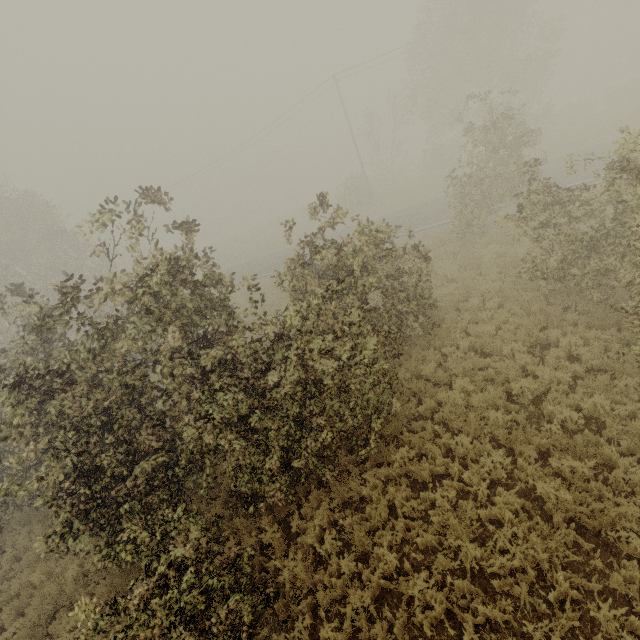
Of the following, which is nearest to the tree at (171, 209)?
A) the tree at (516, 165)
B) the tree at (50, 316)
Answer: the tree at (50, 316)

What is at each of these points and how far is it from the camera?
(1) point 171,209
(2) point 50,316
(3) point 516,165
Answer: Answer:
(1) tree, 7.8m
(2) tree, 6.7m
(3) tree, 8.9m

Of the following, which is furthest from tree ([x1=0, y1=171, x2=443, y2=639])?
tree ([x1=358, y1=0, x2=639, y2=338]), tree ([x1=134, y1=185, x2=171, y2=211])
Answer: tree ([x1=358, y1=0, x2=639, y2=338])

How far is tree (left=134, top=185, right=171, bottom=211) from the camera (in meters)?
7.47

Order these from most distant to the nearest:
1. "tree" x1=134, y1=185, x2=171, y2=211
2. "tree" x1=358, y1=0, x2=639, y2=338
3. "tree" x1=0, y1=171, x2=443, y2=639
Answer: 1. "tree" x1=358, y1=0, x2=639, y2=338
2. "tree" x1=134, y1=185, x2=171, y2=211
3. "tree" x1=0, y1=171, x2=443, y2=639

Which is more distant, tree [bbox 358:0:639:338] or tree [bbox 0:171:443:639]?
tree [bbox 358:0:639:338]

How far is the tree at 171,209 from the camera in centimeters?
747cm
